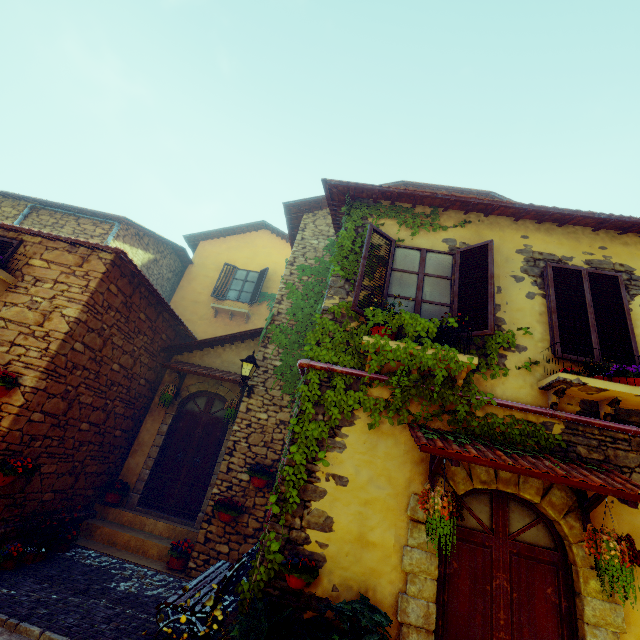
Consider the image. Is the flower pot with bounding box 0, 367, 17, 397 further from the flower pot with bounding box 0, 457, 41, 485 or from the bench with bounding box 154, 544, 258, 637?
the bench with bounding box 154, 544, 258, 637

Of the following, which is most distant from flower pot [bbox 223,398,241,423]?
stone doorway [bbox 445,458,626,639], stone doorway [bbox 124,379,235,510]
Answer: stone doorway [bbox 445,458,626,639]

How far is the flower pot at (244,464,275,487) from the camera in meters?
→ 6.3

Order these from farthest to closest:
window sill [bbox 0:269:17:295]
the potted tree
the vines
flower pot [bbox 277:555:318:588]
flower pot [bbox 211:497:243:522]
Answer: flower pot [bbox 211:497:243:522]
window sill [bbox 0:269:17:295]
the vines
flower pot [bbox 277:555:318:588]
the potted tree

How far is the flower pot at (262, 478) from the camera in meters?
6.3 m

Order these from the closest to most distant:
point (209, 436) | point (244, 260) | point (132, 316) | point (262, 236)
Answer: point (132, 316)
point (209, 436)
point (244, 260)
point (262, 236)

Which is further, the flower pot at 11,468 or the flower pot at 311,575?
the flower pot at 11,468

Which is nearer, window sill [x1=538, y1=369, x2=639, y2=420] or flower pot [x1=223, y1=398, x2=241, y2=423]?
window sill [x1=538, y1=369, x2=639, y2=420]
